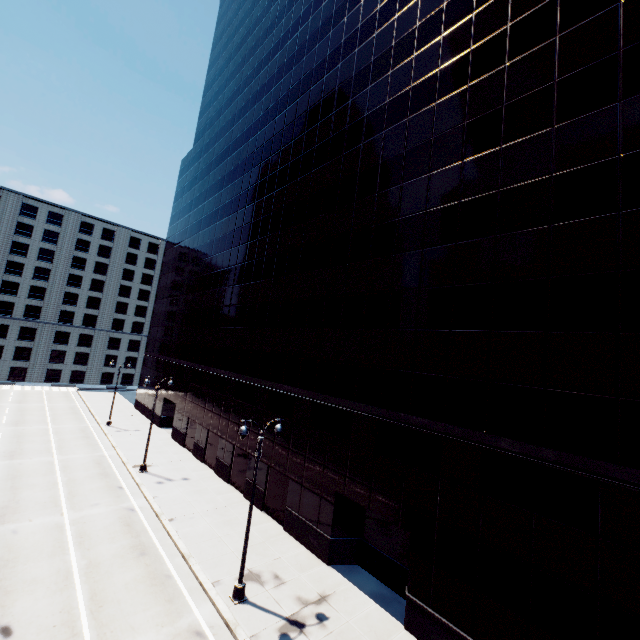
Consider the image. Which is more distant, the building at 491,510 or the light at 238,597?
the light at 238,597

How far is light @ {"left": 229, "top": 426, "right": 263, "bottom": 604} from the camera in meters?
13.6

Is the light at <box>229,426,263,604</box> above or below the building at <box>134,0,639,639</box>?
below

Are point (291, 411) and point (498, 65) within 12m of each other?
no

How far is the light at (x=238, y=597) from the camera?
13.6m

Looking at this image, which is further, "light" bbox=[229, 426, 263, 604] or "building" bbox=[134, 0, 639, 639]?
"light" bbox=[229, 426, 263, 604]
